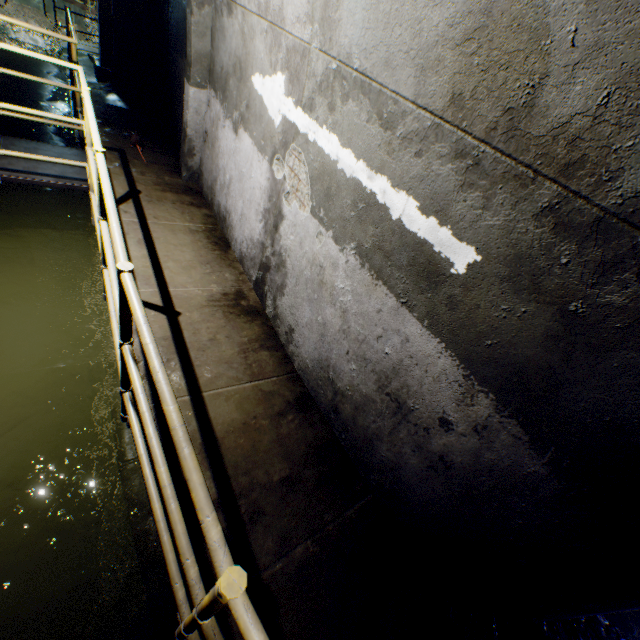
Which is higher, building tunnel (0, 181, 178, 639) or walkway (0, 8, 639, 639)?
walkway (0, 8, 639, 639)

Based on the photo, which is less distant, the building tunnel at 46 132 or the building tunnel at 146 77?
the building tunnel at 146 77

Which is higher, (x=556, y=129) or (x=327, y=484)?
(x=556, y=129)

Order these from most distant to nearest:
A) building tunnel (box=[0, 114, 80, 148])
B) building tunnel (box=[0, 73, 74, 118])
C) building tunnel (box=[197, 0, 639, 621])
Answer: building tunnel (box=[0, 73, 74, 118])
building tunnel (box=[0, 114, 80, 148])
building tunnel (box=[197, 0, 639, 621])

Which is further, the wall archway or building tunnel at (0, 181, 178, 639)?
the wall archway

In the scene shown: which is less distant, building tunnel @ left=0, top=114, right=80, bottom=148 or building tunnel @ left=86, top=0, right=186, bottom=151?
building tunnel @ left=86, top=0, right=186, bottom=151
